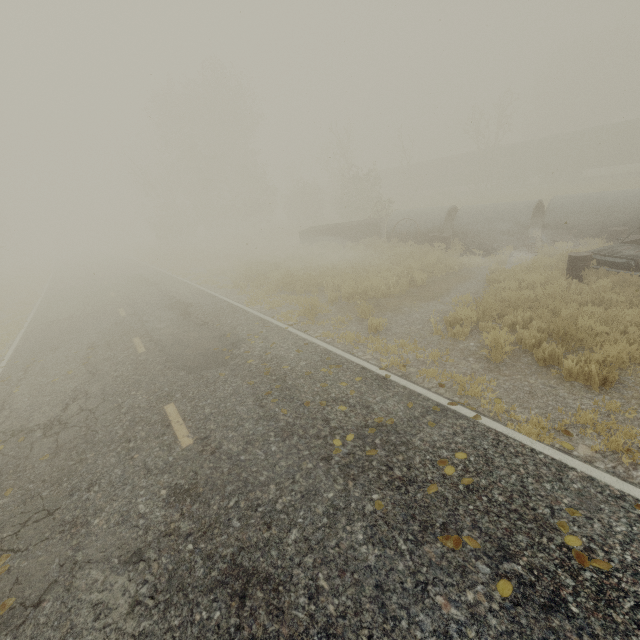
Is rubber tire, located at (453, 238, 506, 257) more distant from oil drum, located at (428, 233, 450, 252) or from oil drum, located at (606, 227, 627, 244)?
oil drum, located at (606, 227, 627, 244)

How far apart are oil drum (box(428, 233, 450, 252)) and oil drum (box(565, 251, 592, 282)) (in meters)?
5.49

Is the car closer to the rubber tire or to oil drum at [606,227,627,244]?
oil drum at [606,227,627,244]

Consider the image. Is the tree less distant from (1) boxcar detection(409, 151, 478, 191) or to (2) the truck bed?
(1) boxcar detection(409, 151, 478, 191)

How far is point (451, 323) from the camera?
8.1m

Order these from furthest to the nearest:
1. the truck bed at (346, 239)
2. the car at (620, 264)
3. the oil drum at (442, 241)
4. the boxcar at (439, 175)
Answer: the boxcar at (439, 175), the truck bed at (346, 239), the oil drum at (442, 241), the car at (620, 264)

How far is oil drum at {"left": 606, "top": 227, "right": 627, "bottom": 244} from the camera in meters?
11.9

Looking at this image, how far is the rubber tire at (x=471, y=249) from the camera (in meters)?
14.34
